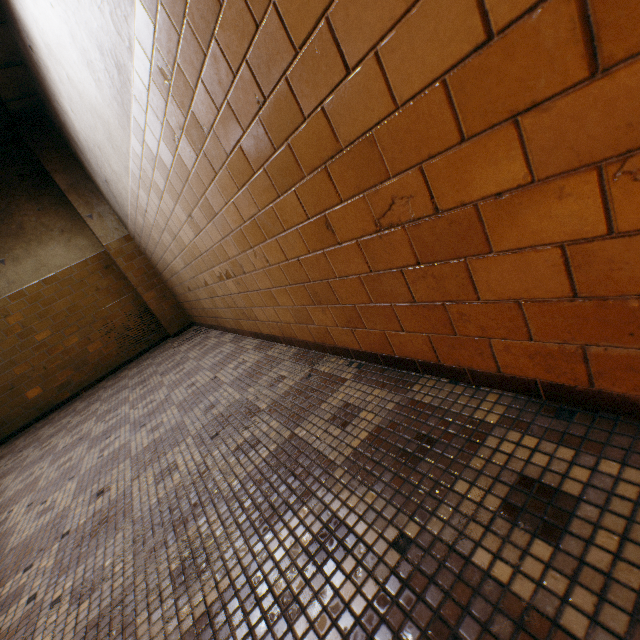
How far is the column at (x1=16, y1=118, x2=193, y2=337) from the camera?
5.1 meters

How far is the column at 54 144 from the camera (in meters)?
5.10

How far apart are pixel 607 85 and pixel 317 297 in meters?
1.4
